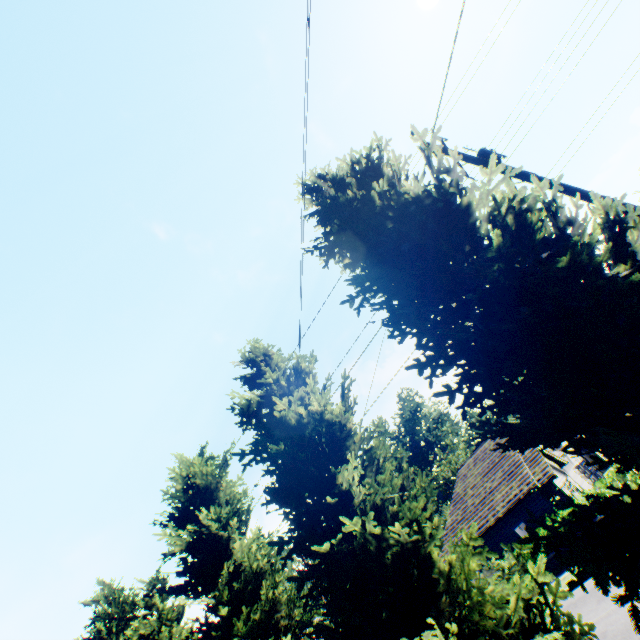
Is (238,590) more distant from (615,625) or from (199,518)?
(615,625)

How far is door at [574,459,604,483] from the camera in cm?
2898

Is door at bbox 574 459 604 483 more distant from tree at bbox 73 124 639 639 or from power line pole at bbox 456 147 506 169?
power line pole at bbox 456 147 506 169

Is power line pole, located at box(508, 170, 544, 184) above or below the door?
above

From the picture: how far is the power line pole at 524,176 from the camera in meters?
7.6 m

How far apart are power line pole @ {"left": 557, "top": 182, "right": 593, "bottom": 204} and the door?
32.8m

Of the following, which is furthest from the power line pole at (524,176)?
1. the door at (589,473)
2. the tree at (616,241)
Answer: the door at (589,473)
